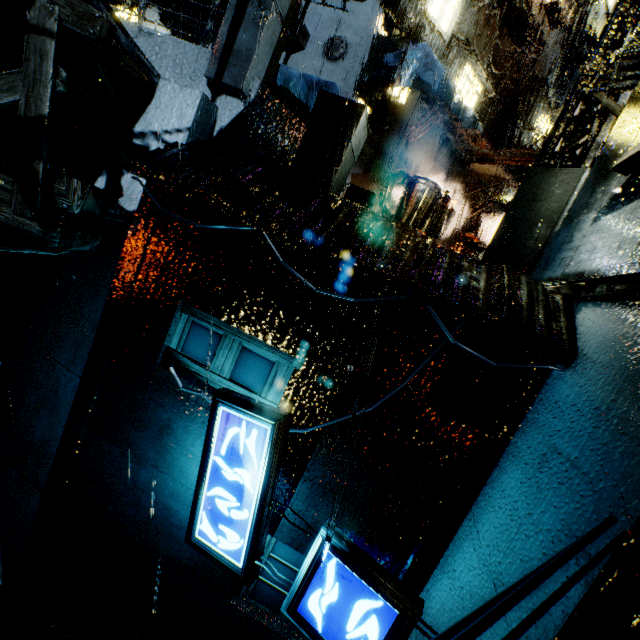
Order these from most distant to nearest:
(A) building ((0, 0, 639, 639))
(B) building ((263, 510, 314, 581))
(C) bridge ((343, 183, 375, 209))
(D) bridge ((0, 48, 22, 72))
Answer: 1. (C) bridge ((343, 183, 375, 209))
2. (D) bridge ((0, 48, 22, 72))
3. (B) building ((263, 510, 314, 581))
4. (A) building ((0, 0, 639, 639))

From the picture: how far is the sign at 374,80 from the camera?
12.49m

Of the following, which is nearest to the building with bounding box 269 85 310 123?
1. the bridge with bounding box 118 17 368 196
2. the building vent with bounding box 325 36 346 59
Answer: the bridge with bounding box 118 17 368 196

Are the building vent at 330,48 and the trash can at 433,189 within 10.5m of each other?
no

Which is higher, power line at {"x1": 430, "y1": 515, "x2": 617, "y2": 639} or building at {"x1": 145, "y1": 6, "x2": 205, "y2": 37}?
building at {"x1": 145, "y1": 6, "x2": 205, "y2": 37}

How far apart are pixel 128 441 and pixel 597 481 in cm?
628

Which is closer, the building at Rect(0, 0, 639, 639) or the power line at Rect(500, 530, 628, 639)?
the power line at Rect(500, 530, 628, 639)

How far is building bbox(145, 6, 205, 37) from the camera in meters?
16.2 m
